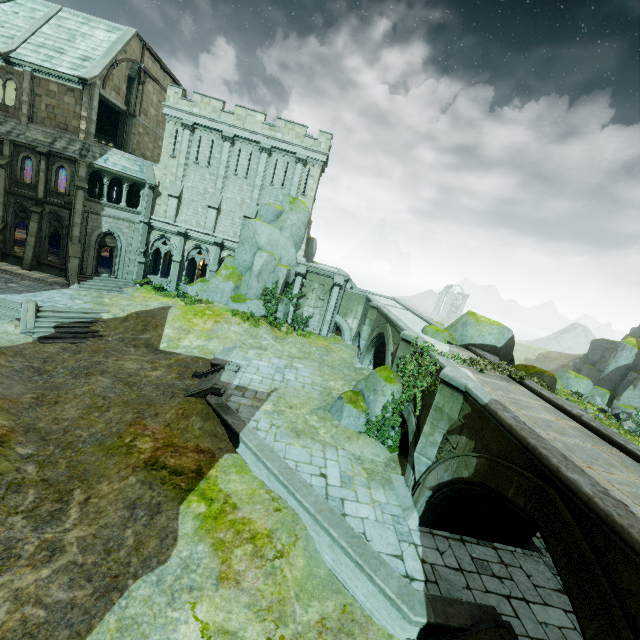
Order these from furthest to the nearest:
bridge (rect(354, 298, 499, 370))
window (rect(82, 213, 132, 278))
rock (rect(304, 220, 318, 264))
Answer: rock (rect(304, 220, 318, 264)) < window (rect(82, 213, 132, 278)) < bridge (rect(354, 298, 499, 370))

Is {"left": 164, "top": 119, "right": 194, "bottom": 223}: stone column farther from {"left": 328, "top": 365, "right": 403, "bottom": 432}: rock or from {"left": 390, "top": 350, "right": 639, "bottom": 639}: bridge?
{"left": 328, "top": 365, "right": 403, "bottom": 432}: rock

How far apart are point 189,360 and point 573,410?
18.2 meters

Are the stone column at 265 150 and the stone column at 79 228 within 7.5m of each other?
no

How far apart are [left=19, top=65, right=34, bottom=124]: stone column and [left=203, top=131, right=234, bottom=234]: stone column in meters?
13.3 m

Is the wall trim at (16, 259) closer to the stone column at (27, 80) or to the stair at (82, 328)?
the stair at (82, 328)

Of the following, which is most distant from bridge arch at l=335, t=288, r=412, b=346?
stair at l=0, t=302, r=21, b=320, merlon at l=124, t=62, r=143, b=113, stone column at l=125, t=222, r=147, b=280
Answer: merlon at l=124, t=62, r=143, b=113

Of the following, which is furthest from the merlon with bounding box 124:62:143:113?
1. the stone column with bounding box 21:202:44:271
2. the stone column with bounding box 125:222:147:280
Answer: the stone column with bounding box 21:202:44:271
